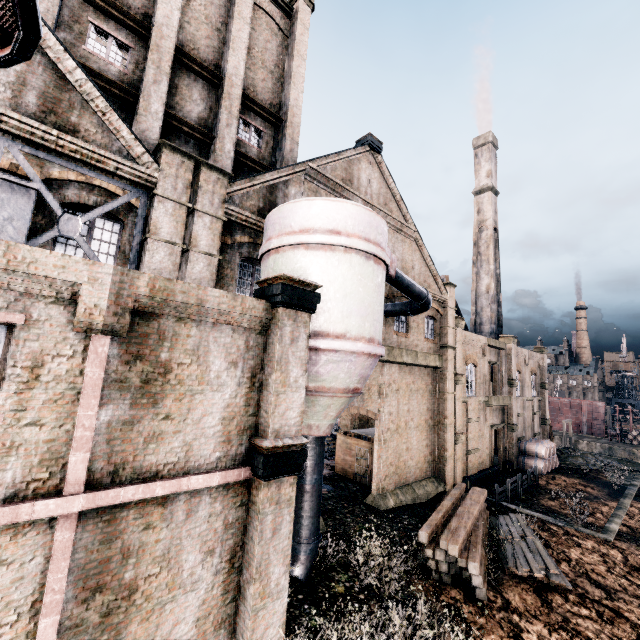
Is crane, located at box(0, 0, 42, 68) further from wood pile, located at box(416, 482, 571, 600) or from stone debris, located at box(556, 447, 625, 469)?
stone debris, located at box(556, 447, 625, 469)

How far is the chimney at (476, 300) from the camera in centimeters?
4253cm

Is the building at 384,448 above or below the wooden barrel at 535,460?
above

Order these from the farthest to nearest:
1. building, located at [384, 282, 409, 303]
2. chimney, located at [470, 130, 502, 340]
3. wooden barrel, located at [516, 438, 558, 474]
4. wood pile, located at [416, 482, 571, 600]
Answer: chimney, located at [470, 130, 502, 340]
wooden barrel, located at [516, 438, 558, 474]
building, located at [384, 282, 409, 303]
wood pile, located at [416, 482, 571, 600]

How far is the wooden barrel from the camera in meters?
31.2

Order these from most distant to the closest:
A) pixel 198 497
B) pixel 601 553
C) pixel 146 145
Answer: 1. pixel 601 553
2. pixel 146 145
3. pixel 198 497

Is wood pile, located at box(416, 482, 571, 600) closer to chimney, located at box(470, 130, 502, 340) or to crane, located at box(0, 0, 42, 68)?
crane, located at box(0, 0, 42, 68)

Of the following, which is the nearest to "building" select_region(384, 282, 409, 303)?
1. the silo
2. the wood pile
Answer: the silo
